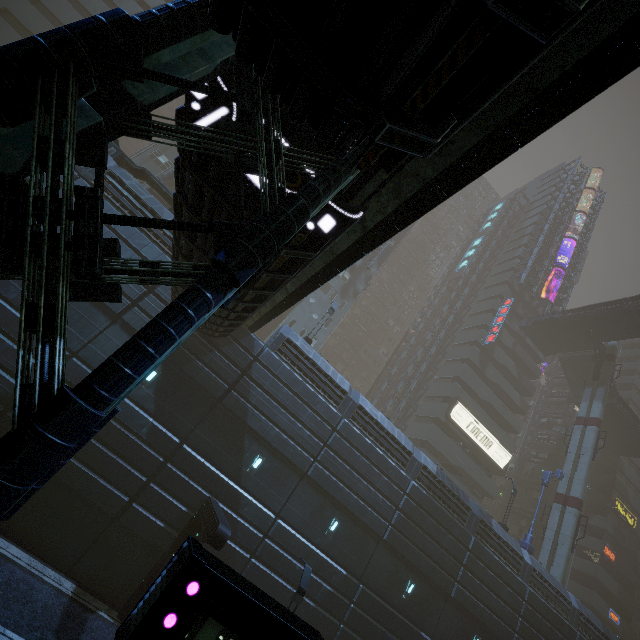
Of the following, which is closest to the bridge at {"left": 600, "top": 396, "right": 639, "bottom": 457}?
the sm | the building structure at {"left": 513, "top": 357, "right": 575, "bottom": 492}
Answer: the building structure at {"left": 513, "top": 357, "right": 575, "bottom": 492}

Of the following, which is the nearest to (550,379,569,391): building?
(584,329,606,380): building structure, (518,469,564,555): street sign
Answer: (518,469,564,555): street sign

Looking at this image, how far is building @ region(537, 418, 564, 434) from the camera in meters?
48.6

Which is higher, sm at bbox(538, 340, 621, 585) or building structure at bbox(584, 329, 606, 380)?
building structure at bbox(584, 329, 606, 380)

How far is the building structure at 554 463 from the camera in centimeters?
4491cm

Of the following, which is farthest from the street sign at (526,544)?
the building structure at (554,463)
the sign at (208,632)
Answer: the sign at (208,632)

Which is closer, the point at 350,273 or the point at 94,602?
the point at 94,602

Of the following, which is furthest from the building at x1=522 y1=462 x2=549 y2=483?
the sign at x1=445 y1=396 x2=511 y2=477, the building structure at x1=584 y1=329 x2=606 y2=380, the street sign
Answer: the building structure at x1=584 y1=329 x2=606 y2=380
